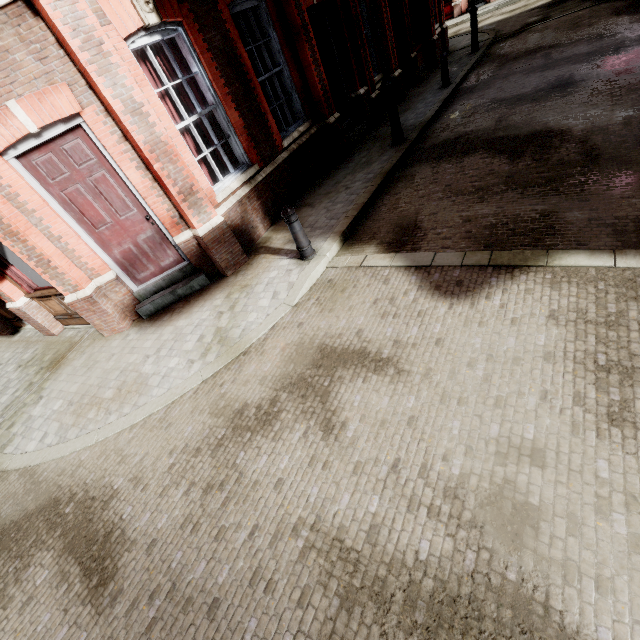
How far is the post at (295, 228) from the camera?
5.2 meters

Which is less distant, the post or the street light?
the post

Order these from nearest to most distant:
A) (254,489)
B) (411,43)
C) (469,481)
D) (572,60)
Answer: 1. (469,481)
2. (254,489)
3. (572,60)
4. (411,43)

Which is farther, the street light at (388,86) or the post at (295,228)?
the street light at (388,86)

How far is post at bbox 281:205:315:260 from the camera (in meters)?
5.19
